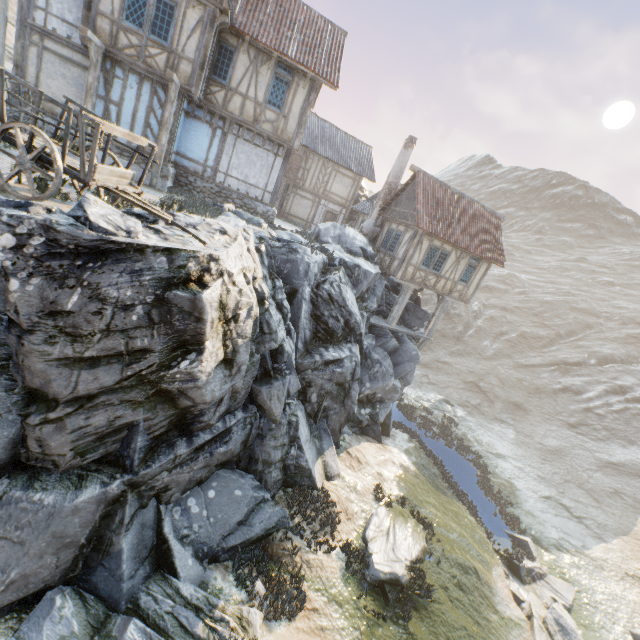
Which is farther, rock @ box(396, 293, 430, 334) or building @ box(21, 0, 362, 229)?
rock @ box(396, 293, 430, 334)

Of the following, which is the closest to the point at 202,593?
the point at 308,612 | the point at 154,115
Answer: the point at 308,612

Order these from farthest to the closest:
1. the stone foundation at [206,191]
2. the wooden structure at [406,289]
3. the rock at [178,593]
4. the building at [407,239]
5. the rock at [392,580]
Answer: the wooden structure at [406,289], the building at [407,239], the stone foundation at [206,191], the rock at [392,580], the rock at [178,593]

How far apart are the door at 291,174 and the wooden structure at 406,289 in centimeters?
1245cm

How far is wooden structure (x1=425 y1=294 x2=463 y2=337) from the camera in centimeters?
2111cm

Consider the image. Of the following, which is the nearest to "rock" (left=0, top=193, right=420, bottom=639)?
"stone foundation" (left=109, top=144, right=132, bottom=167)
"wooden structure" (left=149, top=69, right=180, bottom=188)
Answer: "stone foundation" (left=109, top=144, right=132, bottom=167)

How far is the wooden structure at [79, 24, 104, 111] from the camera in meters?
10.5 m

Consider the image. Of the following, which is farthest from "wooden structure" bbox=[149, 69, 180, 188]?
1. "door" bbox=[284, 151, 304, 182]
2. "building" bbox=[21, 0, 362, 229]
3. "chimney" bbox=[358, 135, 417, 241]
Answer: "door" bbox=[284, 151, 304, 182]
